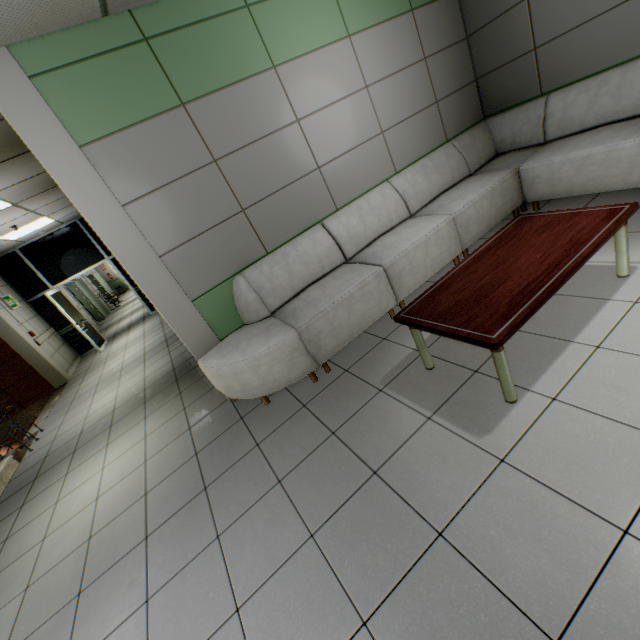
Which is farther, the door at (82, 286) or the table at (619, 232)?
the door at (82, 286)

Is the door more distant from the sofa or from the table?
the table

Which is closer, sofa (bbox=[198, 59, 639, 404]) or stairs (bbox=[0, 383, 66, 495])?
sofa (bbox=[198, 59, 639, 404])

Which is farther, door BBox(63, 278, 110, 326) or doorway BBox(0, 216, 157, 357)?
door BBox(63, 278, 110, 326)

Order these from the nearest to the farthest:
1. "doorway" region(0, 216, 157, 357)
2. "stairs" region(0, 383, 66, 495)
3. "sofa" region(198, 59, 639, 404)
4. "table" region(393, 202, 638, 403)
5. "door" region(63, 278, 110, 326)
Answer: "table" region(393, 202, 638, 403) < "sofa" region(198, 59, 639, 404) < "stairs" region(0, 383, 66, 495) < "doorway" region(0, 216, 157, 357) < "door" region(63, 278, 110, 326)

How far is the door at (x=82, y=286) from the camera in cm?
1418

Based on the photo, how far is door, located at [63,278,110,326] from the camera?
14.2 meters

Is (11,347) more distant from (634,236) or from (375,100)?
(634,236)
